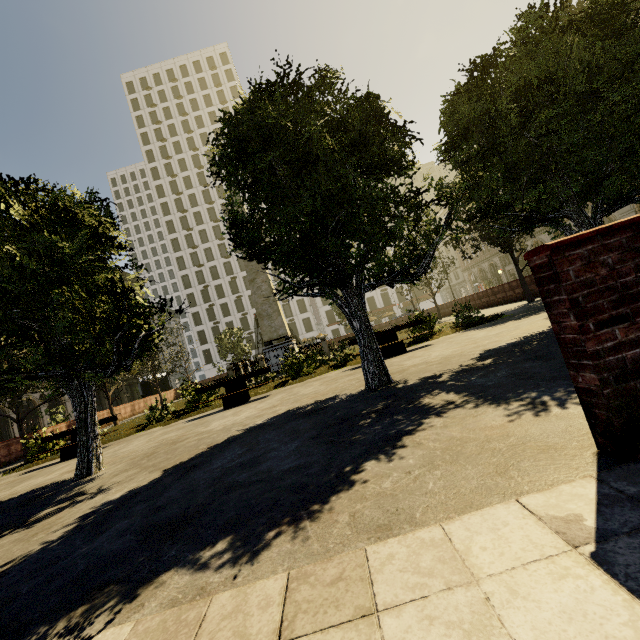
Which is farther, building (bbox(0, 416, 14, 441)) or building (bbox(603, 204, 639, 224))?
building (bbox(0, 416, 14, 441))

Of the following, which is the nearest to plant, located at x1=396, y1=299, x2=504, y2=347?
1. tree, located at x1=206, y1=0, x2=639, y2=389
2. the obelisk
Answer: tree, located at x1=206, y1=0, x2=639, y2=389

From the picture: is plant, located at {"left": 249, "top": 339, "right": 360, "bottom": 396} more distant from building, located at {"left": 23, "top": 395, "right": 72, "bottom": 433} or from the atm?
building, located at {"left": 23, "top": 395, "right": 72, "bottom": 433}

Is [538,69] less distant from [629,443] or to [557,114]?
[557,114]

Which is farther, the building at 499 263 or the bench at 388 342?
the building at 499 263

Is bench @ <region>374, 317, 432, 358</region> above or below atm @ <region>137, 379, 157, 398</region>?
below

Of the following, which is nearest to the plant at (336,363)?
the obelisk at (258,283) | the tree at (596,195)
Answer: the tree at (596,195)

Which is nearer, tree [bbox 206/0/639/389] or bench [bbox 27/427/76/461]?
tree [bbox 206/0/639/389]
